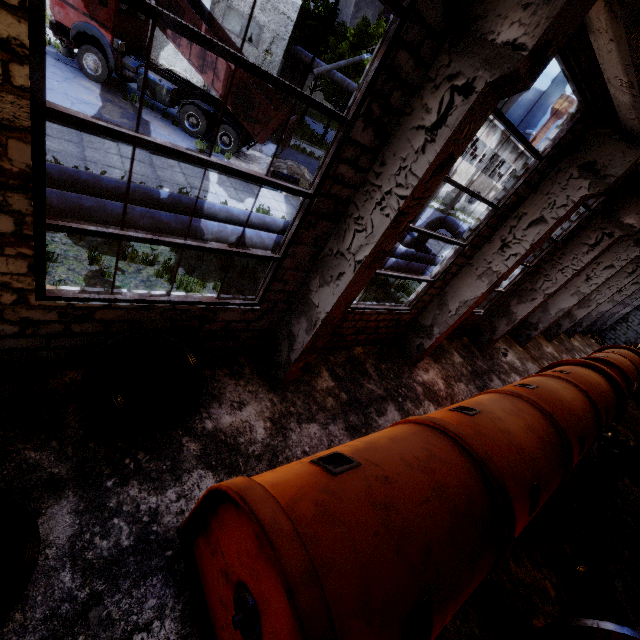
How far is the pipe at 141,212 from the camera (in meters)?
6.10

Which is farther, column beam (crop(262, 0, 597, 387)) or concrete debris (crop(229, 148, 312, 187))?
concrete debris (crop(229, 148, 312, 187))

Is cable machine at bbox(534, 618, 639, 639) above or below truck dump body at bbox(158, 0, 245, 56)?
below

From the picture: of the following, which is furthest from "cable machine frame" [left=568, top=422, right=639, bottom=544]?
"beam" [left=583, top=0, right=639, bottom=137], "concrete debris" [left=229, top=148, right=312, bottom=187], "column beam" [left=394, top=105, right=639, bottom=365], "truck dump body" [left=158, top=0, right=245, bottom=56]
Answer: "truck dump body" [left=158, top=0, right=245, bottom=56]

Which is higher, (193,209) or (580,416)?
(580,416)

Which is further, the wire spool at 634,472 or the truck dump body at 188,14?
the truck dump body at 188,14

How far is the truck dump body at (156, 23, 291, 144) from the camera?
12.9m

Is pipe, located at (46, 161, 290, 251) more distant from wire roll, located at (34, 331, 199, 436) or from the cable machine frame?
the cable machine frame
